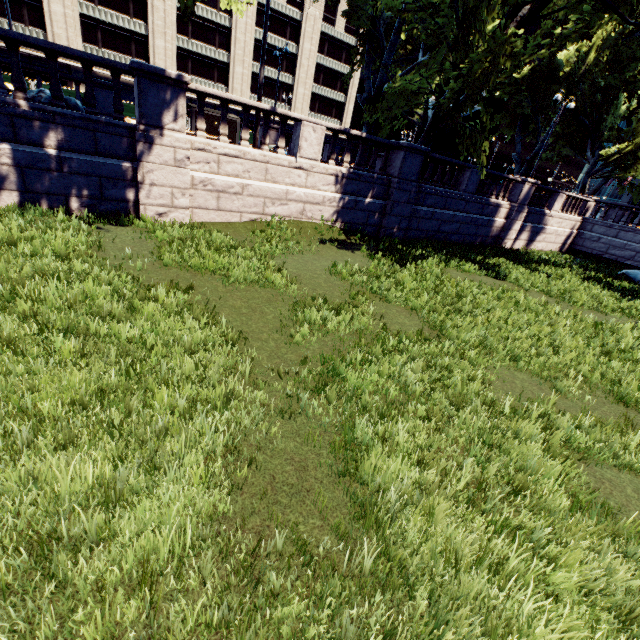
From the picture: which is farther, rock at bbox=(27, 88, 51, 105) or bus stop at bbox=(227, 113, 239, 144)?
bus stop at bbox=(227, 113, 239, 144)

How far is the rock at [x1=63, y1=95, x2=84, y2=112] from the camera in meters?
9.1 m

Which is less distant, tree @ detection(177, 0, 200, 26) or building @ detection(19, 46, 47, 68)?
tree @ detection(177, 0, 200, 26)

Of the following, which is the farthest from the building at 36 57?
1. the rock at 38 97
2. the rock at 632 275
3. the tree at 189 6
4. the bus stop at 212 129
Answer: the rock at 632 275

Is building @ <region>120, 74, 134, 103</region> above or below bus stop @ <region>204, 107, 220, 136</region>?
above

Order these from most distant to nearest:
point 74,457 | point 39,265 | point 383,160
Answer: point 383,160 → point 39,265 → point 74,457

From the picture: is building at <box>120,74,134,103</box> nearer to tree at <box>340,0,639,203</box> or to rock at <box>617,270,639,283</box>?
tree at <box>340,0,639,203</box>
